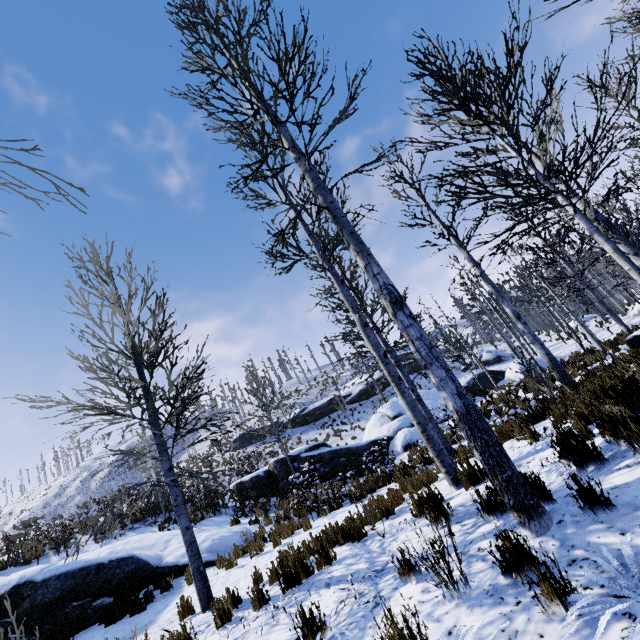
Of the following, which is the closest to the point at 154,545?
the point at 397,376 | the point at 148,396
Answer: the point at 148,396

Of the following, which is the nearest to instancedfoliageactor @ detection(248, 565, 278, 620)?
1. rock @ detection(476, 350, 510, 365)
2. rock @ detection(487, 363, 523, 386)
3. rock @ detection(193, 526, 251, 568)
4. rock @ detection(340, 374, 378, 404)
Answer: rock @ detection(487, 363, 523, 386)

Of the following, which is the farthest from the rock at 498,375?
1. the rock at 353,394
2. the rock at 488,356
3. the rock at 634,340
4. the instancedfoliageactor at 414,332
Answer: the rock at 634,340

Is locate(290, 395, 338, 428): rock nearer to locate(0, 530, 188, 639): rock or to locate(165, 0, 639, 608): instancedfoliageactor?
locate(165, 0, 639, 608): instancedfoliageactor

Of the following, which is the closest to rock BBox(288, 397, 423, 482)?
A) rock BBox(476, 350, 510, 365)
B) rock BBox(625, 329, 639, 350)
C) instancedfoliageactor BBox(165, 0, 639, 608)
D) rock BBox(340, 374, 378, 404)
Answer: instancedfoliageactor BBox(165, 0, 639, 608)

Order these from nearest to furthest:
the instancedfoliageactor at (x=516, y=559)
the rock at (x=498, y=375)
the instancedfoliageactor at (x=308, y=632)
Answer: the instancedfoliageactor at (x=516, y=559) → the instancedfoliageactor at (x=308, y=632) → the rock at (x=498, y=375)

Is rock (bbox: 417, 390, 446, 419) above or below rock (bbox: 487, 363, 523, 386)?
above

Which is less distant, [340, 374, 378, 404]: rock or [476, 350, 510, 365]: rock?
A: [476, 350, 510, 365]: rock
